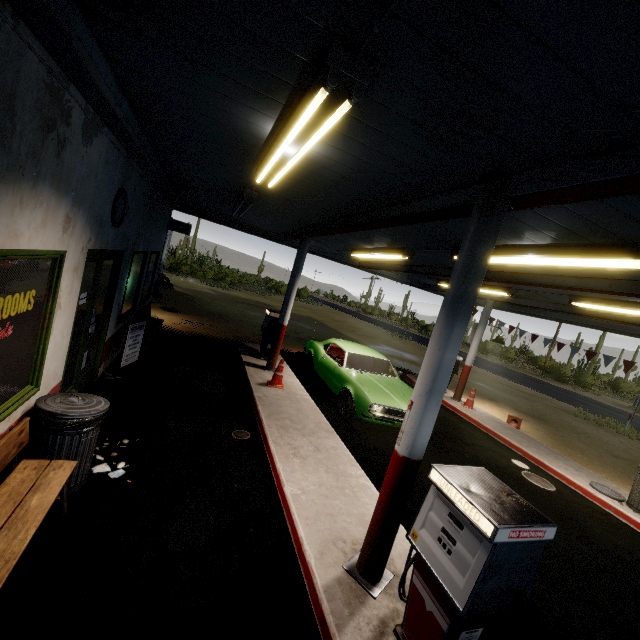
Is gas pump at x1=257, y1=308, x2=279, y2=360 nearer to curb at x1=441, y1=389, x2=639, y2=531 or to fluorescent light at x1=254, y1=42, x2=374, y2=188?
fluorescent light at x1=254, y1=42, x2=374, y2=188

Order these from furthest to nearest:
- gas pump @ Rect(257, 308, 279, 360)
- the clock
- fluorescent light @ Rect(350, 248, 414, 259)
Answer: gas pump @ Rect(257, 308, 279, 360) → fluorescent light @ Rect(350, 248, 414, 259) → the clock

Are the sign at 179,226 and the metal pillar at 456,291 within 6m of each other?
no

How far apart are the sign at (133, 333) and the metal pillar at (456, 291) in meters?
5.4

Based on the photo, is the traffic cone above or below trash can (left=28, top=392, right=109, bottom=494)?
below

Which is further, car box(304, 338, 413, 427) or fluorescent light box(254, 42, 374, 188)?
car box(304, 338, 413, 427)

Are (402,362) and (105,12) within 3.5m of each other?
no

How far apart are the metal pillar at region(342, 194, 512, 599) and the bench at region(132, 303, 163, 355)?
6.7 meters
